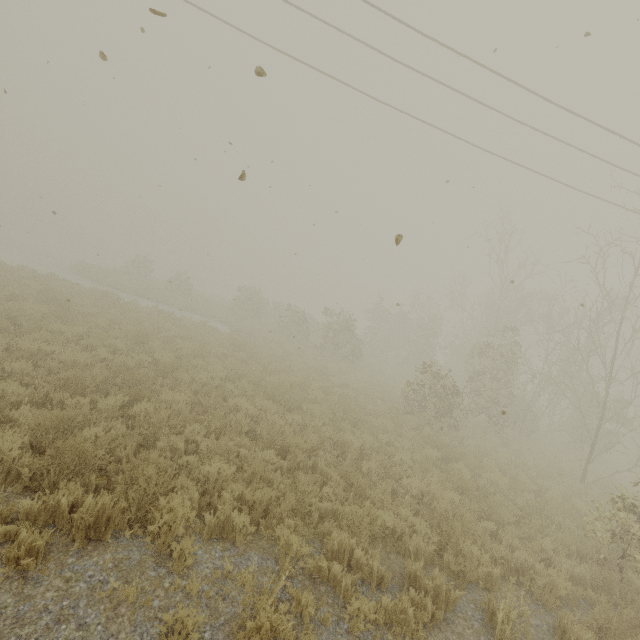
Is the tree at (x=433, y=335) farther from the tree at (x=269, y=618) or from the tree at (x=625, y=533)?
the tree at (x=269, y=618)

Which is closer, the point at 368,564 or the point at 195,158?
the point at 368,564

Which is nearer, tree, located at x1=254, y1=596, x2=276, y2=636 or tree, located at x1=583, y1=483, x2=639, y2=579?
tree, located at x1=254, y1=596, x2=276, y2=636

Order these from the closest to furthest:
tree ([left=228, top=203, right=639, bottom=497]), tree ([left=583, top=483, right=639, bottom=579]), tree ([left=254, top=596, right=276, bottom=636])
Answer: tree ([left=254, top=596, right=276, bottom=636]), tree ([left=583, top=483, right=639, bottom=579]), tree ([left=228, top=203, right=639, bottom=497])

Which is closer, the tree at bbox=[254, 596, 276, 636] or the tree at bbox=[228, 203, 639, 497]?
the tree at bbox=[254, 596, 276, 636]

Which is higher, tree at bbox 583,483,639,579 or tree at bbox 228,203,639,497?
tree at bbox 228,203,639,497

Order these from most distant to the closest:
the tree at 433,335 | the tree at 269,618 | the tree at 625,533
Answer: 1. the tree at 433,335
2. the tree at 625,533
3. the tree at 269,618

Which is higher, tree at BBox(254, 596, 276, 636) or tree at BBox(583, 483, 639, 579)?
tree at BBox(583, 483, 639, 579)
